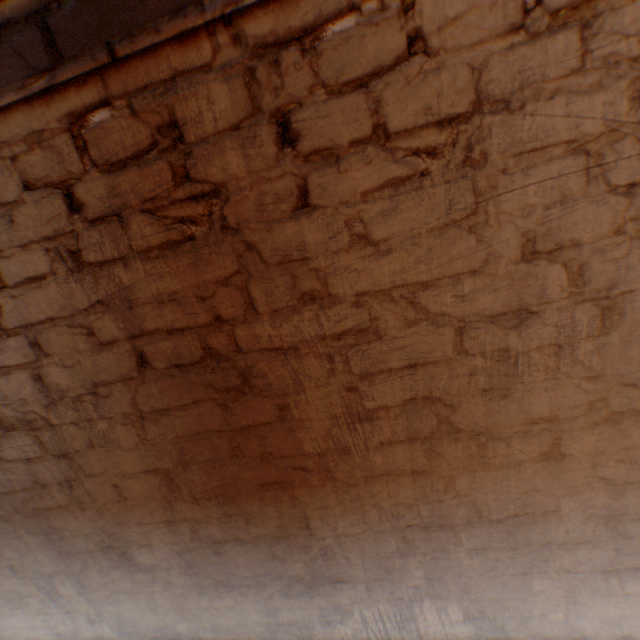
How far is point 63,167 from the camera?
0.98m
